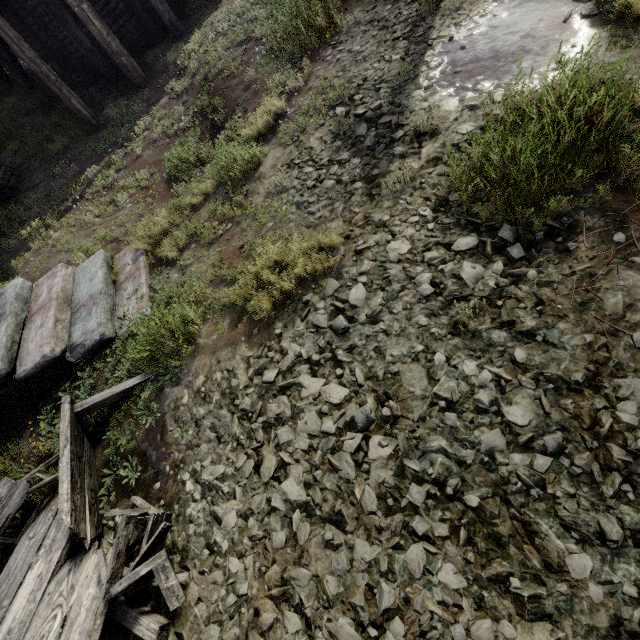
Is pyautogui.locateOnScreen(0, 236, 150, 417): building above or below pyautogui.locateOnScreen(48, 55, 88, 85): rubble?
below

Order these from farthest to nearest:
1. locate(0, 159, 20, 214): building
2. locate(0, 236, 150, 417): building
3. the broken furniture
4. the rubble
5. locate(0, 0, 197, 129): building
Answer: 1. the rubble
2. locate(0, 159, 20, 214): building
3. locate(0, 0, 197, 129): building
4. locate(0, 236, 150, 417): building
5. the broken furniture

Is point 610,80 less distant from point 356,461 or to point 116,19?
point 356,461

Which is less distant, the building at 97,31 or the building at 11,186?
the building at 97,31

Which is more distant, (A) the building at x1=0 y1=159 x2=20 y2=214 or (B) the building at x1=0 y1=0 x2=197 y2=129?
(A) the building at x1=0 y1=159 x2=20 y2=214

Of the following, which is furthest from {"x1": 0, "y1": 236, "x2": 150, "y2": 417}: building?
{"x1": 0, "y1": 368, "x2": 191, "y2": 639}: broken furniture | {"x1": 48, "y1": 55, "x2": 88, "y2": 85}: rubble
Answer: {"x1": 0, "y1": 368, "x2": 191, "y2": 639}: broken furniture

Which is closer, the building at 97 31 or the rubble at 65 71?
the building at 97 31
